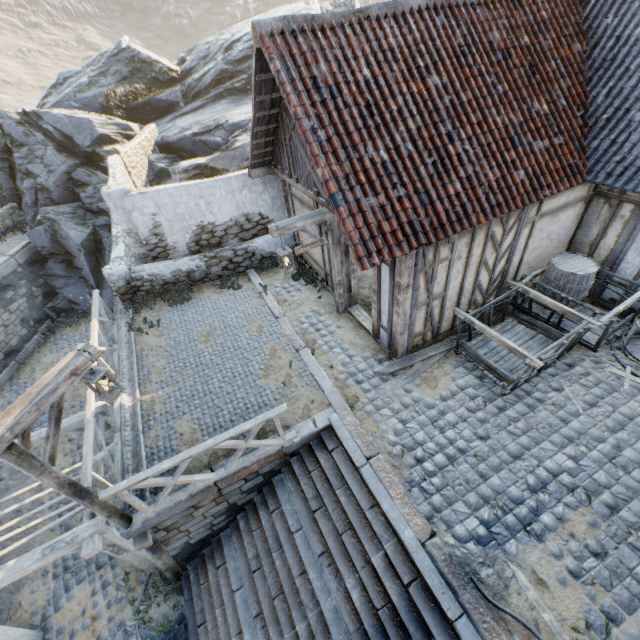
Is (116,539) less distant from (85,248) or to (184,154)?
(85,248)

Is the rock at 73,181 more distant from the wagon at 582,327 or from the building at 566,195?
the wagon at 582,327

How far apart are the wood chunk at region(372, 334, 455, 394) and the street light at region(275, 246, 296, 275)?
2.81m

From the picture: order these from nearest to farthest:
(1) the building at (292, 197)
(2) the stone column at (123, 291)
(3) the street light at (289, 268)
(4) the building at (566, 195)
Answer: (4) the building at (566, 195) < (3) the street light at (289, 268) < (1) the building at (292, 197) < (2) the stone column at (123, 291)

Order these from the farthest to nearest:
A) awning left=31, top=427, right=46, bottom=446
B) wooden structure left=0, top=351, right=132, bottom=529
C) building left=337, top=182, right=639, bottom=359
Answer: awning left=31, top=427, right=46, bottom=446 < building left=337, top=182, right=639, bottom=359 < wooden structure left=0, top=351, right=132, bottom=529

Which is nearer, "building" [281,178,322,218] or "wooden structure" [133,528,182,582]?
"wooden structure" [133,528,182,582]

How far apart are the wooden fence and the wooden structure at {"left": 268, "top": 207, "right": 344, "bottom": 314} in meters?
4.6

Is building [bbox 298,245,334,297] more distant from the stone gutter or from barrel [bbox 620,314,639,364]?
the stone gutter
